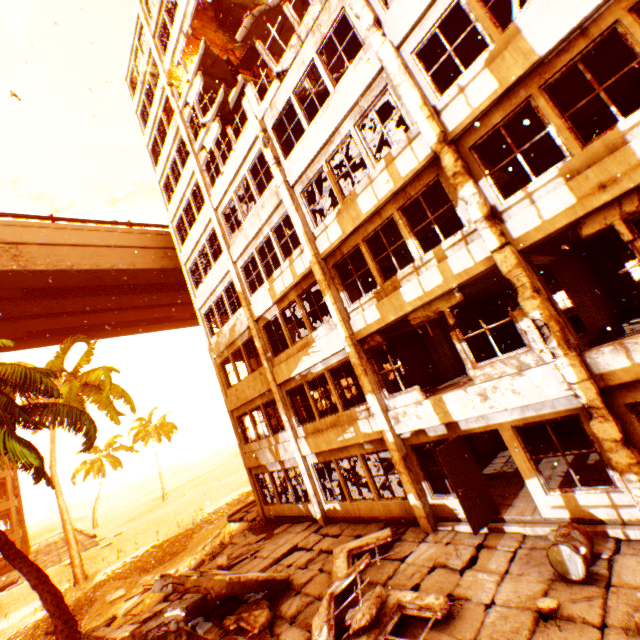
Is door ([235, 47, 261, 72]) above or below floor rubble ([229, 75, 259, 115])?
above

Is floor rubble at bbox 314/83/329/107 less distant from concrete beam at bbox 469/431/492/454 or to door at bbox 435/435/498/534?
door at bbox 435/435/498/534

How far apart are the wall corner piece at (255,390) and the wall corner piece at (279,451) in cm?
221

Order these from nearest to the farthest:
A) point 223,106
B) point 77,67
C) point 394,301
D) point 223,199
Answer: point 394,301
point 77,67
point 223,106
point 223,199

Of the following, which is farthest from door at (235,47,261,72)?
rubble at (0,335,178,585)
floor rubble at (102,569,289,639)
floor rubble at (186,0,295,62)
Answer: floor rubble at (102,569,289,639)

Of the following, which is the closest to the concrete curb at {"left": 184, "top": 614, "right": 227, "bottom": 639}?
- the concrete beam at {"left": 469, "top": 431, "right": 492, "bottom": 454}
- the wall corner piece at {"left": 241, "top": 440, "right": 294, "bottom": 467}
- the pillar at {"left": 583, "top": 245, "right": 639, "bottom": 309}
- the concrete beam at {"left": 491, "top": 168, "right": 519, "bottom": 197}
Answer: the wall corner piece at {"left": 241, "top": 440, "right": 294, "bottom": 467}

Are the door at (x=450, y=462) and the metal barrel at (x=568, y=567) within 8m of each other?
yes

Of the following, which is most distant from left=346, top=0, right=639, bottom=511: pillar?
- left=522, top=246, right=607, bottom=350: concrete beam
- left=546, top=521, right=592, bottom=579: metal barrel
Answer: left=546, top=521, right=592, bottom=579: metal barrel
